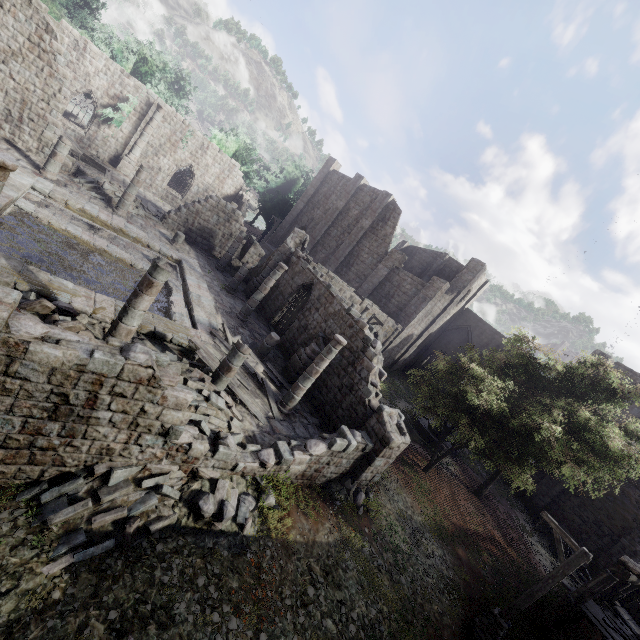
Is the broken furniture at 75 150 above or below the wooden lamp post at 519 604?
above

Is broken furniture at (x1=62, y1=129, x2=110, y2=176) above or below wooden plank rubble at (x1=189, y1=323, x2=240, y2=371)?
above

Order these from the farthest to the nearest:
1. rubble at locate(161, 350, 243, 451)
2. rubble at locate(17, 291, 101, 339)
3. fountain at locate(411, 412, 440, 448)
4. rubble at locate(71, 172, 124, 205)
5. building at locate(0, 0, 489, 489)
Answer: fountain at locate(411, 412, 440, 448) → rubble at locate(71, 172, 124, 205) → rubble at locate(161, 350, 243, 451) → rubble at locate(17, 291, 101, 339) → building at locate(0, 0, 489, 489)

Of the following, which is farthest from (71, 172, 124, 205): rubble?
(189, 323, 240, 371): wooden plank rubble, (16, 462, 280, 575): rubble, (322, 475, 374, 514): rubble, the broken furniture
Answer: (322, 475, 374, 514): rubble

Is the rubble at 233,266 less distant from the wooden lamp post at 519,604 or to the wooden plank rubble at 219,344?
the wooden plank rubble at 219,344

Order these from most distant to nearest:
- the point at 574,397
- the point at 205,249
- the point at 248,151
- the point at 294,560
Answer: the point at 248,151 < the point at 205,249 < the point at 574,397 < the point at 294,560

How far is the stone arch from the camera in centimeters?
2220cm

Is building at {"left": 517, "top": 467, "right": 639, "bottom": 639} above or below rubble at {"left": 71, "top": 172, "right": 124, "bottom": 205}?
above
